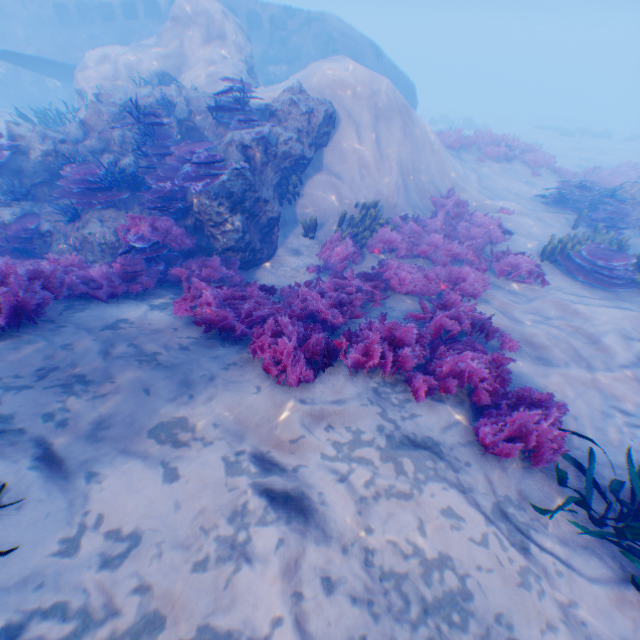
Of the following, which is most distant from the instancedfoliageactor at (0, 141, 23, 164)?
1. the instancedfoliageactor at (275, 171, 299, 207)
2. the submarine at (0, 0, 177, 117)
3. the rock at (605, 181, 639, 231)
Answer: the rock at (605, 181, 639, 231)

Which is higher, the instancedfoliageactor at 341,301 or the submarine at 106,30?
the submarine at 106,30

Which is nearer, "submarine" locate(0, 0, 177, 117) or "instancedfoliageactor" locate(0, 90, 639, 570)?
"instancedfoliageactor" locate(0, 90, 639, 570)

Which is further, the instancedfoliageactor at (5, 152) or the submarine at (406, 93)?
the submarine at (406, 93)

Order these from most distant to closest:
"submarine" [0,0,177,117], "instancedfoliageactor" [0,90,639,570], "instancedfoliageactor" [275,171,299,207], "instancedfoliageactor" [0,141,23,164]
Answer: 1. "submarine" [0,0,177,117]
2. "instancedfoliageactor" [275,171,299,207]
3. "instancedfoliageactor" [0,141,23,164]
4. "instancedfoliageactor" [0,90,639,570]

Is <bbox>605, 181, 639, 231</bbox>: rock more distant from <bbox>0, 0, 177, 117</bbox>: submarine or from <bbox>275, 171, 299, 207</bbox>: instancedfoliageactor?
<bbox>275, 171, 299, 207</bbox>: instancedfoliageactor

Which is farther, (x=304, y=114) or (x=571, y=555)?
(x=304, y=114)

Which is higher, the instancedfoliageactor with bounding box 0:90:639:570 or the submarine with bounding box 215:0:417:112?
the submarine with bounding box 215:0:417:112
